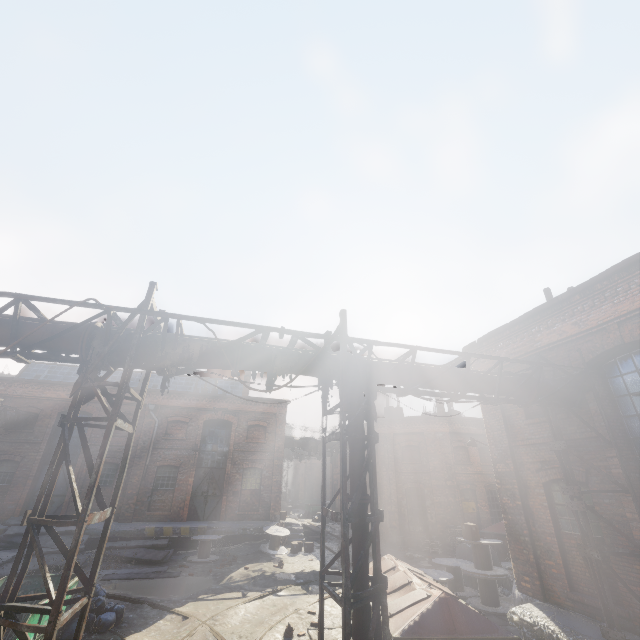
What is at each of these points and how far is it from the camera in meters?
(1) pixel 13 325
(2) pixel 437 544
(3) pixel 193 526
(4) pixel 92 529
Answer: (1) pipe, 5.4
(2) pallet, 19.4
(3) building, 17.8
(4) building, 16.6

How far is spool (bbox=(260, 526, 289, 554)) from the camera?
17.3 meters

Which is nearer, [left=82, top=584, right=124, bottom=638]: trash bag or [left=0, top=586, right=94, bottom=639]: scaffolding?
[left=0, top=586, right=94, bottom=639]: scaffolding

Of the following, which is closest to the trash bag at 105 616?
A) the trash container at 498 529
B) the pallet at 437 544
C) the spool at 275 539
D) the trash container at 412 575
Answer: the trash container at 412 575

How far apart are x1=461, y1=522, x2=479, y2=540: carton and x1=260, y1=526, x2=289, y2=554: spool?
9.9m

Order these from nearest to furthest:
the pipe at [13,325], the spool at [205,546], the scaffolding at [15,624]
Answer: the scaffolding at [15,624], the pipe at [13,325], the spool at [205,546]

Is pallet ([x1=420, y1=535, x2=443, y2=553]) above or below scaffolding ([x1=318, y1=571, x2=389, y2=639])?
below

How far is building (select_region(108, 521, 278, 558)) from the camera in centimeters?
1706cm
